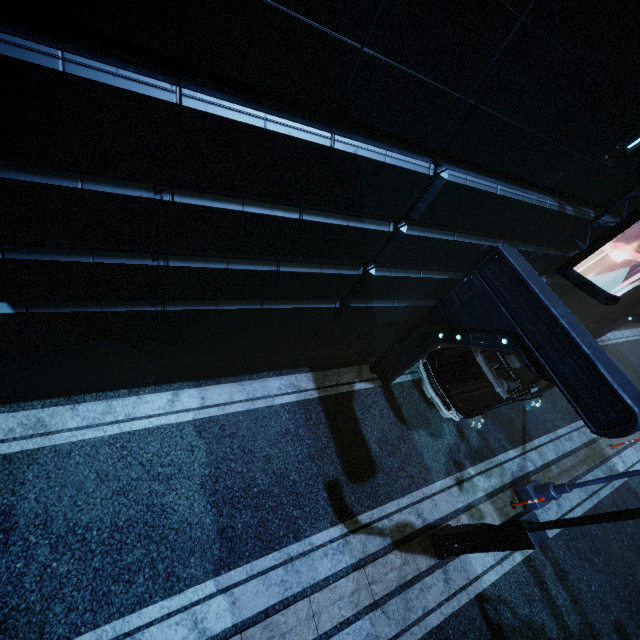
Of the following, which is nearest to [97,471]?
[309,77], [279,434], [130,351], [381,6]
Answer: [130,351]

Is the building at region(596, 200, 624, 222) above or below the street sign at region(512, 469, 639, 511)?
above

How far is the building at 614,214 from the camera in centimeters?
686cm

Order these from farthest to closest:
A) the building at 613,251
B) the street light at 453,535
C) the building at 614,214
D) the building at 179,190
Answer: the building at 613,251, the building at 614,214, the street light at 453,535, the building at 179,190

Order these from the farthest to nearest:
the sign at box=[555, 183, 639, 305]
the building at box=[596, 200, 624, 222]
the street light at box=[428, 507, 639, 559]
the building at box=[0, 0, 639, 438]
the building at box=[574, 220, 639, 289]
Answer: the building at box=[574, 220, 639, 289] → the building at box=[596, 200, 624, 222] → the sign at box=[555, 183, 639, 305] → the street light at box=[428, 507, 639, 559] → the building at box=[0, 0, 639, 438]

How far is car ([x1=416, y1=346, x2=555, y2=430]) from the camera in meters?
8.3 m

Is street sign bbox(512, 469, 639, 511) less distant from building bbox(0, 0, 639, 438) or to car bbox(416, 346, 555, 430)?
car bbox(416, 346, 555, 430)

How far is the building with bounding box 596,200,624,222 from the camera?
6.9 meters
